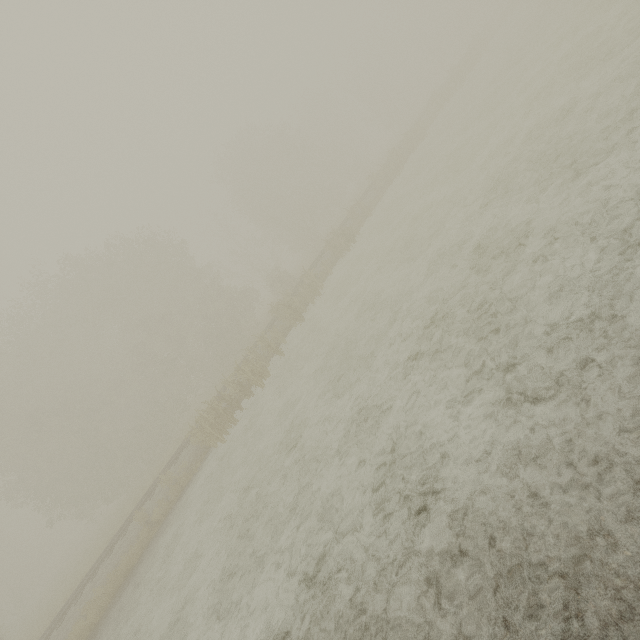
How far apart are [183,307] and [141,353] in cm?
626
